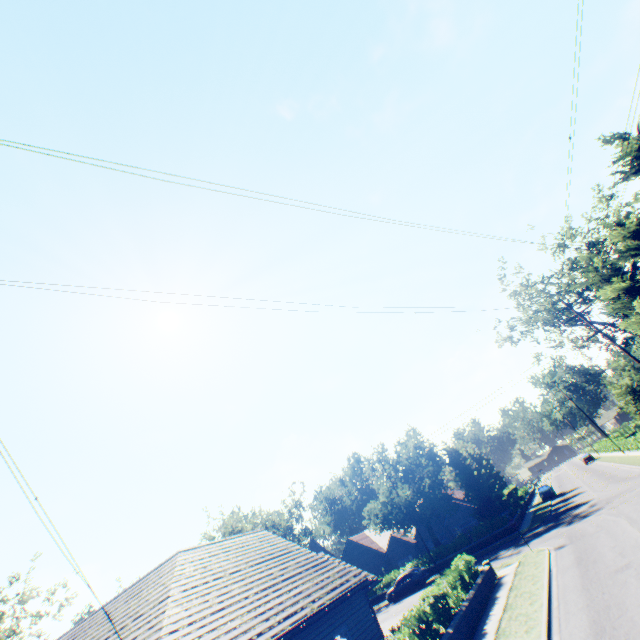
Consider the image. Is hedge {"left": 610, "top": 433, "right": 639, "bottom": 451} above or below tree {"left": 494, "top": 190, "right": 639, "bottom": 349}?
below

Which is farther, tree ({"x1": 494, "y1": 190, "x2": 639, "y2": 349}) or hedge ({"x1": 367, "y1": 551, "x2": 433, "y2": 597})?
hedge ({"x1": 367, "y1": 551, "x2": 433, "y2": 597})

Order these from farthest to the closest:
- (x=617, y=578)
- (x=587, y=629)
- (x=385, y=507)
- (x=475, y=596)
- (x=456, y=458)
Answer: (x=456, y=458)
(x=385, y=507)
(x=475, y=596)
(x=617, y=578)
(x=587, y=629)

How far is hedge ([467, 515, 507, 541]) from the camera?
33.1m

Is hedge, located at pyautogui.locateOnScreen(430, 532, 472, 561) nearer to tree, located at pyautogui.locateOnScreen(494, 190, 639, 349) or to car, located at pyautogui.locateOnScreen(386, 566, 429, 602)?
tree, located at pyautogui.locateOnScreen(494, 190, 639, 349)

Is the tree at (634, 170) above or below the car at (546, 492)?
above

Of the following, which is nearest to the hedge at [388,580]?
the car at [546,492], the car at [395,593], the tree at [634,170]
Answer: the tree at [634,170]

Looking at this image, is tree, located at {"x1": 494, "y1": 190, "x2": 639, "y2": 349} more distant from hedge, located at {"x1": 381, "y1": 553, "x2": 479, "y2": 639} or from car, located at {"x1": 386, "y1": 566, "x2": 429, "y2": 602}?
hedge, located at {"x1": 381, "y1": 553, "x2": 479, "y2": 639}
